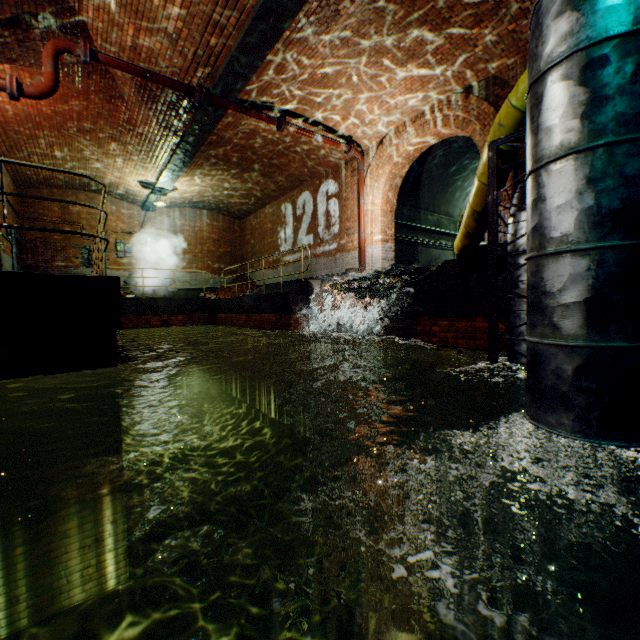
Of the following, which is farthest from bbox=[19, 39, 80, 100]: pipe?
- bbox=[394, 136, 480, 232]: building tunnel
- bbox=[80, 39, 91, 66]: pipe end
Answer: bbox=[394, 136, 480, 232]: building tunnel

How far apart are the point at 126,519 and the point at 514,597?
5.52m

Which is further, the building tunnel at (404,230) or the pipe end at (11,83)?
the building tunnel at (404,230)

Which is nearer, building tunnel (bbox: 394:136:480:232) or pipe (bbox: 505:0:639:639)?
pipe (bbox: 505:0:639:639)

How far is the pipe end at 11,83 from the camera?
5.1m

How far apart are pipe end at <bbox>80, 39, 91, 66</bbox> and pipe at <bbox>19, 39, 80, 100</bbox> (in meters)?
0.00

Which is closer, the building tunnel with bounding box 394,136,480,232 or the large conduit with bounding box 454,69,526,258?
the large conduit with bounding box 454,69,526,258

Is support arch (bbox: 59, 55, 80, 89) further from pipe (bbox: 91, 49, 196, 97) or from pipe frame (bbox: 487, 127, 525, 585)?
pipe frame (bbox: 487, 127, 525, 585)
